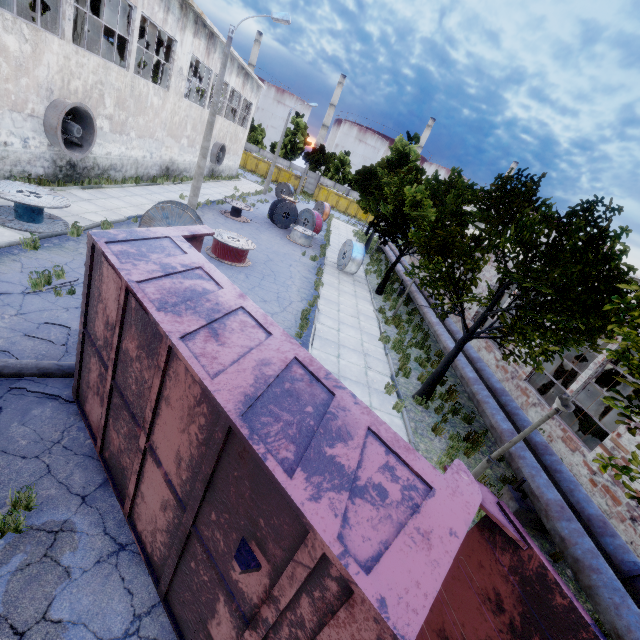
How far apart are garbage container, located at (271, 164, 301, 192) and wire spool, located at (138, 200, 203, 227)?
43.3 meters

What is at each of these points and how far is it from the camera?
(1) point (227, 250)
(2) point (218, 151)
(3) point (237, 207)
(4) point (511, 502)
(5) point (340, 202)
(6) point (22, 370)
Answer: (1) wire spool, 13.9m
(2) fan, 28.9m
(3) wire spool, 20.7m
(4) pipe holder, 7.4m
(5) garbage container, 52.5m
(6) lamp post, 5.5m

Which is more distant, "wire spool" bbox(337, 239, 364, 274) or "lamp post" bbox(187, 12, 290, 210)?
"wire spool" bbox(337, 239, 364, 274)

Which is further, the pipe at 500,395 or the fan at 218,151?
the fan at 218,151

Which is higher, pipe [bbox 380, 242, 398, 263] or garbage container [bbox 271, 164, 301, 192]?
garbage container [bbox 271, 164, 301, 192]

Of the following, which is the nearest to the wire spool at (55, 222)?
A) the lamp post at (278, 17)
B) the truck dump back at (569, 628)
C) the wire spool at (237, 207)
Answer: the lamp post at (278, 17)

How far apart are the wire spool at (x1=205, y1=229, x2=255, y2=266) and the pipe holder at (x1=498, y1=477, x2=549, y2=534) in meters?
12.2 m

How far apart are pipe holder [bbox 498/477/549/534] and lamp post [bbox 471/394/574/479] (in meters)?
0.97
